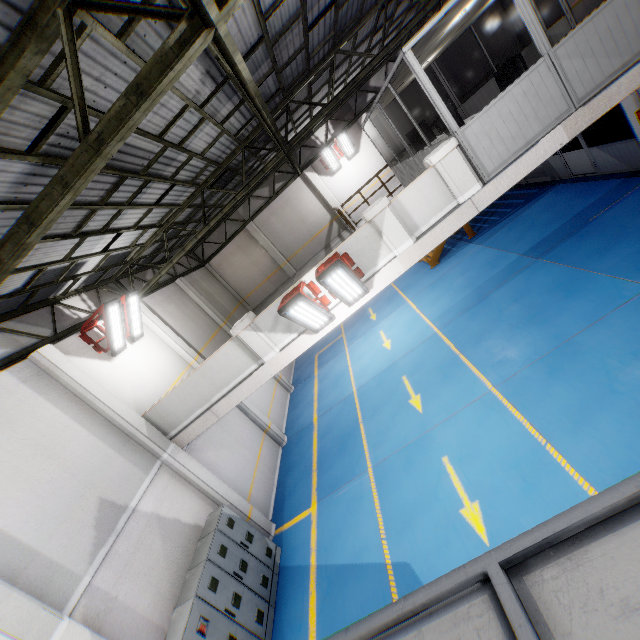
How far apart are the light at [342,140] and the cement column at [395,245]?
10.6m

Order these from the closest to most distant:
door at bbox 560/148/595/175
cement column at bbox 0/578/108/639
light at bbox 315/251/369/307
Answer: cement column at bbox 0/578/108/639
light at bbox 315/251/369/307
door at bbox 560/148/595/175

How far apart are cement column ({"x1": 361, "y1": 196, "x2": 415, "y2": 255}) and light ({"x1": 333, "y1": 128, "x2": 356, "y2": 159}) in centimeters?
1060cm

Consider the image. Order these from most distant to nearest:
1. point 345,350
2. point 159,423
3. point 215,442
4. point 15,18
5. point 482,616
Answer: point 345,350 < point 215,442 < point 159,423 < point 15,18 < point 482,616

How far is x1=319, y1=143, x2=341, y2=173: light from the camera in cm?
1597

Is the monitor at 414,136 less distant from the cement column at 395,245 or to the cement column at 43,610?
the cement column at 395,245

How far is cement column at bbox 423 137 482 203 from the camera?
6.4m

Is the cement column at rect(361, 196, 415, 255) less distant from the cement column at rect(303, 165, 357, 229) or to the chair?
the chair
